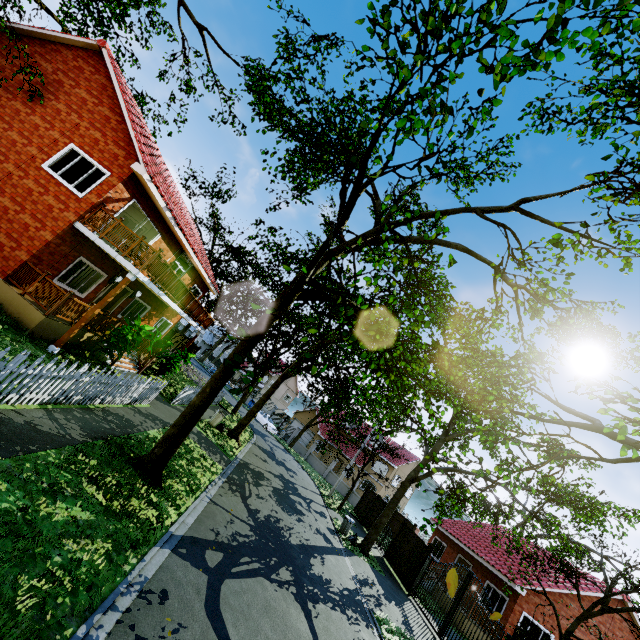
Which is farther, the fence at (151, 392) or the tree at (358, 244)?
the fence at (151, 392)

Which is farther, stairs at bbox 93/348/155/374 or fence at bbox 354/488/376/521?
fence at bbox 354/488/376/521

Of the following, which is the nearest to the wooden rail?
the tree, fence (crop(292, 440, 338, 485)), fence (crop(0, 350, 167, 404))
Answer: fence (crop(0, 350, 167, 404))

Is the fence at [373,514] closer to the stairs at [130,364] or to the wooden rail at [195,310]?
the wooden rail at [195,310]

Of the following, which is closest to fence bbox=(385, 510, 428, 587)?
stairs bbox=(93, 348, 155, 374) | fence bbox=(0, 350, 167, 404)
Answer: fence bbox=(0, 350, 167, 404)

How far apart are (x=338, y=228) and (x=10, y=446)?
7.1 meters

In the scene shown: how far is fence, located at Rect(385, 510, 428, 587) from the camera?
17.5 meters

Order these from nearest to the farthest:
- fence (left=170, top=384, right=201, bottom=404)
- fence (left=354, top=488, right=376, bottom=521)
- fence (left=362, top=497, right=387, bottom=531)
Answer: fence (left=170, top=384, right=201, bottom=404) → fence (left=362, top=497, right=387, bottom=531) → fence (left=354, top=488, right=376, bottom=521)
